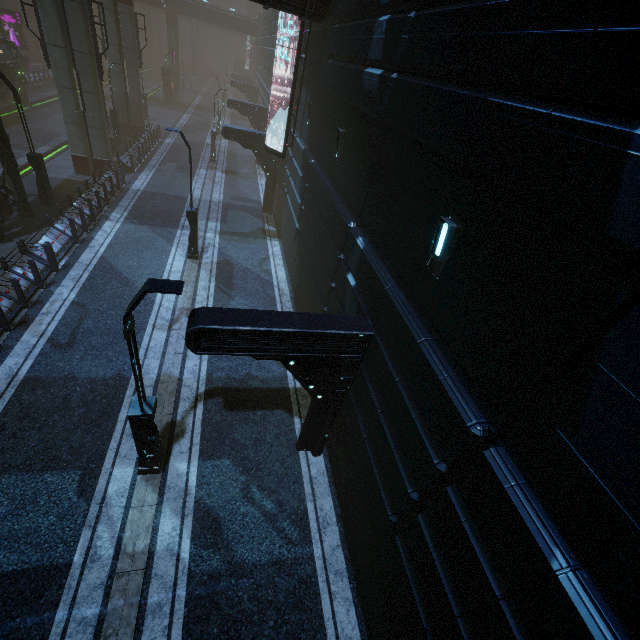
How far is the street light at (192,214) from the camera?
12.9 meters

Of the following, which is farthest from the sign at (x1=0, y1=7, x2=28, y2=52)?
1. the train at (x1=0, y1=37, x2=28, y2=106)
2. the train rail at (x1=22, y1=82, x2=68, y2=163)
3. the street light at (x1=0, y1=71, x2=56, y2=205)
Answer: the street light at (x1=0, y1=71, x2=56, y2=205)

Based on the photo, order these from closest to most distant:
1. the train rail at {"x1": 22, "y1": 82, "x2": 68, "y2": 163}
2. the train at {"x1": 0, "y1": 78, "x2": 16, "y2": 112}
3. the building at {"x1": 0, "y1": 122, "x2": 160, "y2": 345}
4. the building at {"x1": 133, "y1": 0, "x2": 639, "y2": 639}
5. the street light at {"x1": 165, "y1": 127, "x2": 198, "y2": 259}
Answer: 1. the building at {"x1": 133, "y1": 0, "x2": 639, "y2": 639}
2. the building at {"x1": 0, "y1": 122, "x2": 160, "y2": 345}
3. the street light at {"x1": 165, "y1": 127, "x2": 198, "y2": 259}
4. the train rail at {"x1": 22, "y1": 82, "x2": 68, "y2": 163}
5. the train at {"x1": 0, "y1": 78, "x2": 16, "y2": 112}

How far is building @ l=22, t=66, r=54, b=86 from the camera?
35.5m

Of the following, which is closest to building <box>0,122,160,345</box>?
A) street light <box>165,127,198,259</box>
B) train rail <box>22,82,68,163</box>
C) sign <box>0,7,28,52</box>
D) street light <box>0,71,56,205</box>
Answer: train rail <box>22,82,68,163</box>

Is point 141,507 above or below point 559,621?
below

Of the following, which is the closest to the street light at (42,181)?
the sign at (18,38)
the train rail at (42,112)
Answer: the train rail at (42,112)

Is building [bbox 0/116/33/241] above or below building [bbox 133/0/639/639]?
below
